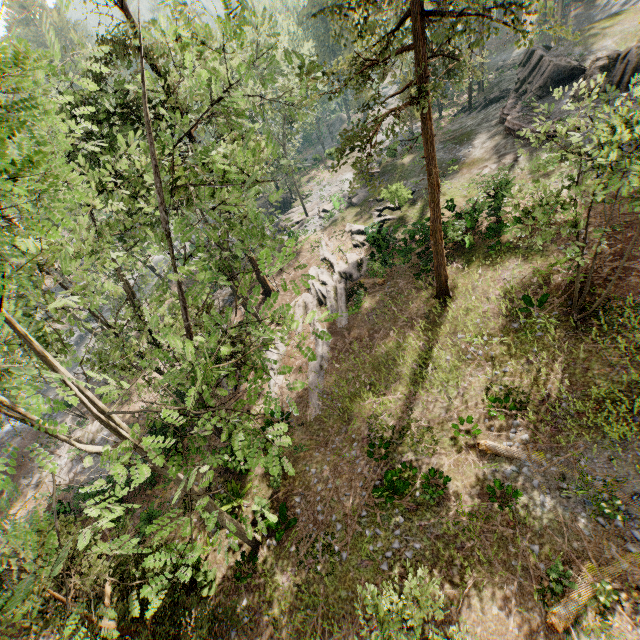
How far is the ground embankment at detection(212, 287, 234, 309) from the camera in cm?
3108

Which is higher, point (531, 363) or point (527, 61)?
point (527, 61)

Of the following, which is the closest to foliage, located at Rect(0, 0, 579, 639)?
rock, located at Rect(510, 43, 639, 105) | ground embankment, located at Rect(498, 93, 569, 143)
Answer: rock, located at Rect(510, 43, 639, 105)

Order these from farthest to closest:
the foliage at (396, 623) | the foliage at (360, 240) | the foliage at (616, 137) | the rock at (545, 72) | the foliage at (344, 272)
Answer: the foliage at (360, 240) → the rock at (545, 72) → the foliage at (616, 137) → the foliage at (396, 623) → the foliage at (344, 272)

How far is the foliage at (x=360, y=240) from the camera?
24.1 meters

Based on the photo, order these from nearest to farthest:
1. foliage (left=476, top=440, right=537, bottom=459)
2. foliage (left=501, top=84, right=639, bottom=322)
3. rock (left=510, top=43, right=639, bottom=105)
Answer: foliage (left=501, top=84, right=639, bottom=322)
foliage (left=476, top=440, right=537, bottom=459)
rock (left=510, top=43, right=639, bottom=105)

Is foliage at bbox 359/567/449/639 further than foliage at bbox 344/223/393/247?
No

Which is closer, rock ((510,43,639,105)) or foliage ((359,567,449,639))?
foliage ((359,567,449,639))
